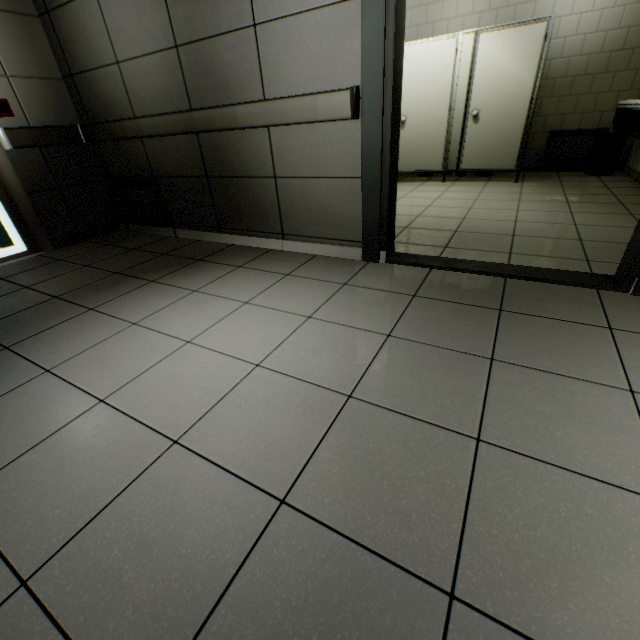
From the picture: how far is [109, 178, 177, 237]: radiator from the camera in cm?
346

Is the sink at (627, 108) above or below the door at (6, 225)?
above

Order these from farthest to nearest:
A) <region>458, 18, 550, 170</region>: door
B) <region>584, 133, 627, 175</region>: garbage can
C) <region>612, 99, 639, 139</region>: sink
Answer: <region>584, 133, 627, 175</region>: garbage can → <region>458, 18, 550, 170</region>: door → <region>612, 99, 639, 139</region>: sink

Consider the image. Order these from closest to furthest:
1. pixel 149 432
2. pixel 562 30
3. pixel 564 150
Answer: pixel 149 432 → pixel 562 30 → pixel 564 150

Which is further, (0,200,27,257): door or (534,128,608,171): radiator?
(534,128,608,171): radiator

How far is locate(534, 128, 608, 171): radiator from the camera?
5.2 meters

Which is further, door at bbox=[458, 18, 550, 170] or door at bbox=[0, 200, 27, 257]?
door at bbox=[458, 18, 550, 170]

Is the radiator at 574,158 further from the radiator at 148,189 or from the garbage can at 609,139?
the radiator at 148,189
